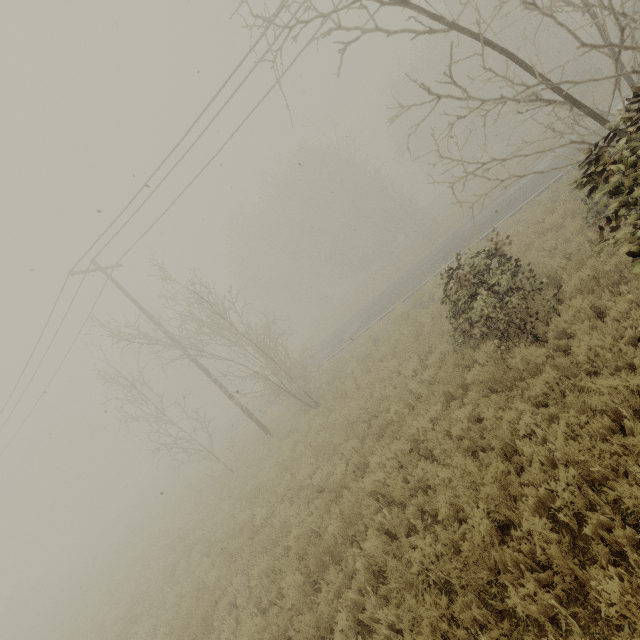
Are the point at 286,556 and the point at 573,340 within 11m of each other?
yes
